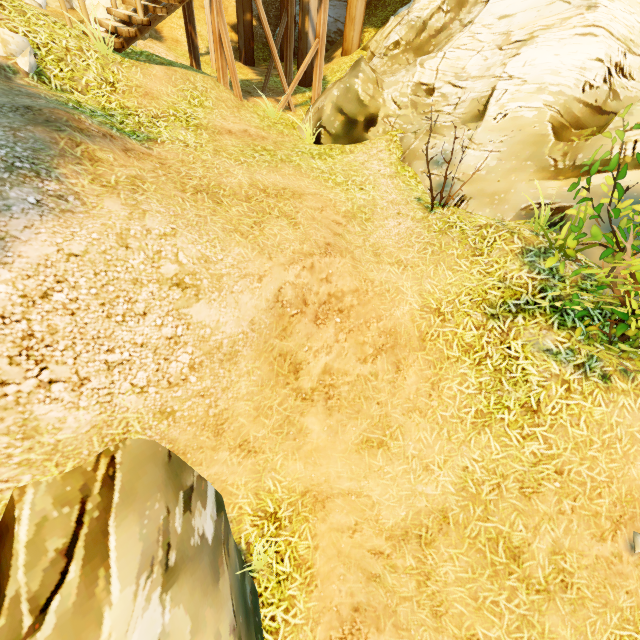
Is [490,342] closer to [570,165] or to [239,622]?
[570,165]

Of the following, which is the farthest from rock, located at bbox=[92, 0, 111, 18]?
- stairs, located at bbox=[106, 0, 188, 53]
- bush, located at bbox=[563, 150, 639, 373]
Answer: bush, located at bbox=[563, 150, 639, 373]

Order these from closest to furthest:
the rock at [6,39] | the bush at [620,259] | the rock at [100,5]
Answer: the bush at [620,259] → the rock at [6,39] → the rock at [100,5]

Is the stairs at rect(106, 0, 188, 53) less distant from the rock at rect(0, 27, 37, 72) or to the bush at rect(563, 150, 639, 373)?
the rock at rect(0, 27, 37, 72)

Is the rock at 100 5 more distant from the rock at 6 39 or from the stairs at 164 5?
the rock at 6 39

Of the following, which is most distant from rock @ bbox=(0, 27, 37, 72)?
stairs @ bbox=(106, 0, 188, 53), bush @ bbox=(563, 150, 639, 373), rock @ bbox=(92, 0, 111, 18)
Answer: bush @ bbox=(563, 150, 639, 373)

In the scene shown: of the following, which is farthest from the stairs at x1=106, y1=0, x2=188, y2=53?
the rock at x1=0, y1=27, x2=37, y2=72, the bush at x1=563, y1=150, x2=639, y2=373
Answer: the bush at x1=563, y1=150, x2=639, y2=373

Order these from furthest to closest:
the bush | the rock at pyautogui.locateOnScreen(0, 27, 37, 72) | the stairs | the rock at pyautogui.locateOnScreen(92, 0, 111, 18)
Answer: the rock at pyautogui.locateOnScreen(92, 0, 111, 18) < the stairs < the rock at pyautogui.locateOnScreen(0, 27, 37, 72) < the bush
